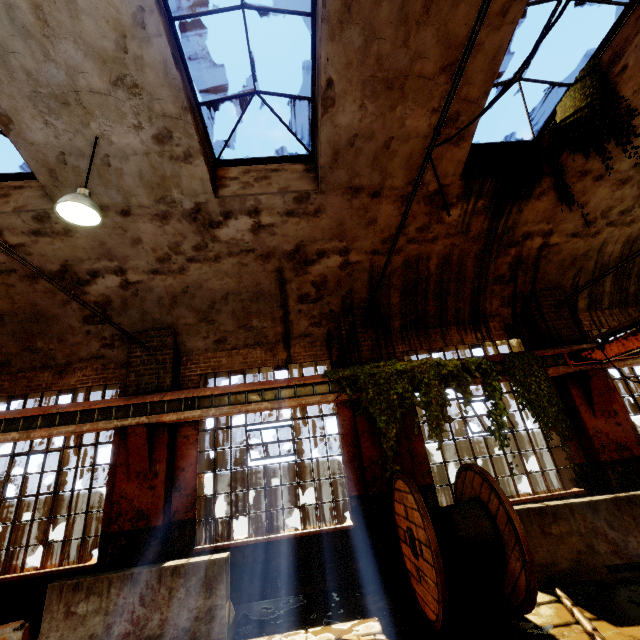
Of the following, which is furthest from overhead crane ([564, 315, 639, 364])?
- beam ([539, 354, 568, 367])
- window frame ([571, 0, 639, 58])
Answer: window frame ([571, 0, 639, 58])

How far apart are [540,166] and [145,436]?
10.0 meters

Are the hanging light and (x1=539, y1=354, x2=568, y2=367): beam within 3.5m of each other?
no

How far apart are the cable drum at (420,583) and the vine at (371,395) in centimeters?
38cm

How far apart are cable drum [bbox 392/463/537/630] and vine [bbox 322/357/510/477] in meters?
0.4

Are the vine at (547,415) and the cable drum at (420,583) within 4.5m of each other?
yes

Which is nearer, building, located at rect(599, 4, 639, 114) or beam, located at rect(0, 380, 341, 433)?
building, located at rect(599, 4, 639, 114)

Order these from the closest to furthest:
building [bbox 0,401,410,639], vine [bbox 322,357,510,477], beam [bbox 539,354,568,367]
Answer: building [bbox 0,401,410,639], vine [bbox 322,357,510,477], beam [bbox 539,354,568,367]
